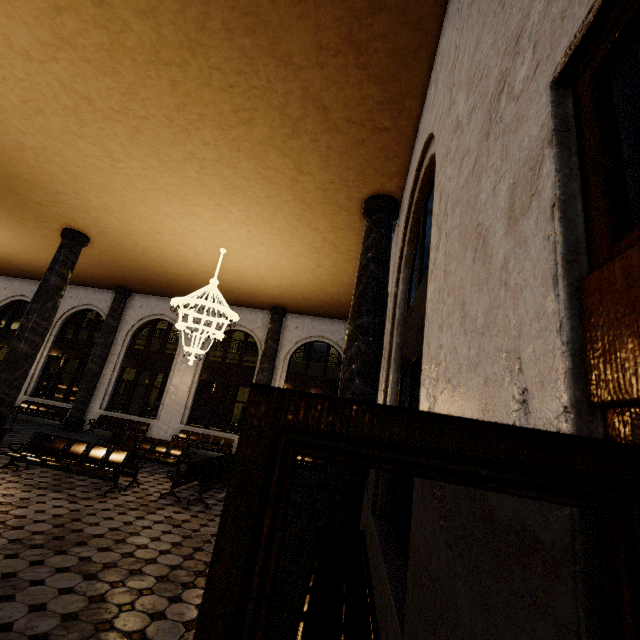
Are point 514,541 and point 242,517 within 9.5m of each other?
yes
